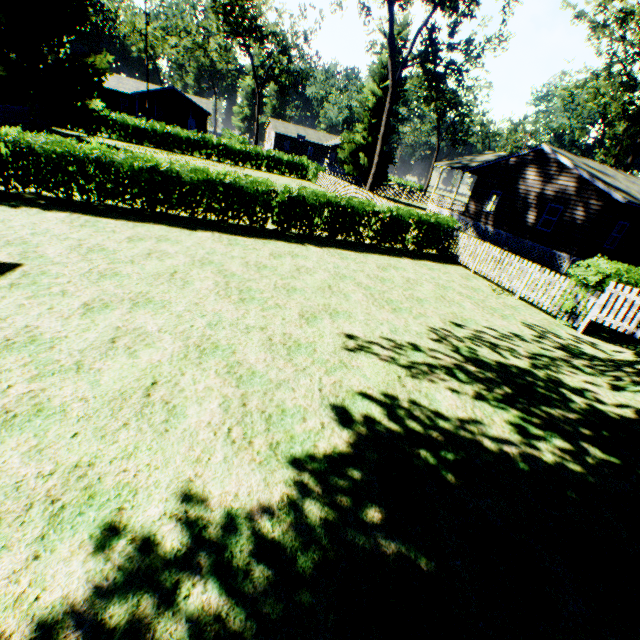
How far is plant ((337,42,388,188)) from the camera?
33.00m

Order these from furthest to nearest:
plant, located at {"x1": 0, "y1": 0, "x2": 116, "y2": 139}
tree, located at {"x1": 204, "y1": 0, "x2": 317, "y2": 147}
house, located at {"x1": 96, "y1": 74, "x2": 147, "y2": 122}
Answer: house, located at {"x1": 96, "y1": 74, "x2": 147, "y2": 122}
tree, located at {"x1": 204, "y1": 0, "x2": 317, "y2": 147}
plant, located at {"x1": 0, "y1": 0, "x2": 116, "y2": 139}

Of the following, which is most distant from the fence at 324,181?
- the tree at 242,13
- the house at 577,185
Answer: the tree at 242,13

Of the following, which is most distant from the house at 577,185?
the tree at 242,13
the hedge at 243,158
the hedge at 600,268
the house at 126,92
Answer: the house at 126,92

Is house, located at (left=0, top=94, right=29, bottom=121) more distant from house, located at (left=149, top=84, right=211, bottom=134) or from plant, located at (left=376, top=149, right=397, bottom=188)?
house, located at (left=149, top=84, right=211, bottom=134)

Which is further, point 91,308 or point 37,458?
point 91,308

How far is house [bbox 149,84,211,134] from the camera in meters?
48.2
